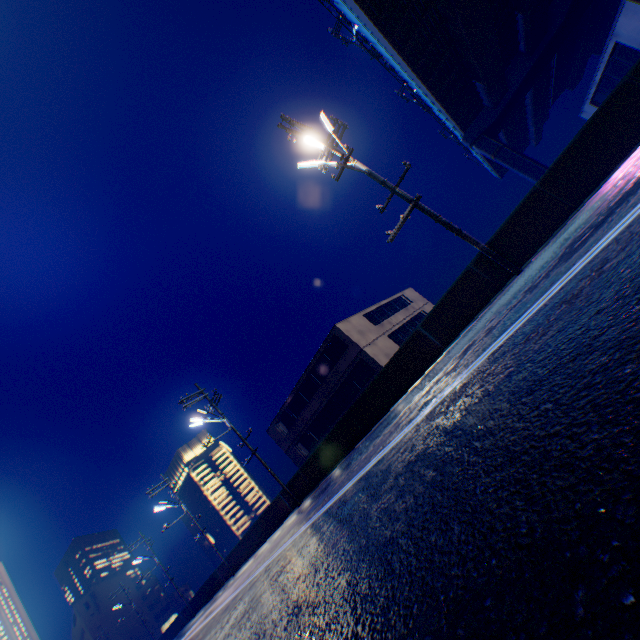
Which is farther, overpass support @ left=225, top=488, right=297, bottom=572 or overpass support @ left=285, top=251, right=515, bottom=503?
overpass support @ left=225, top=488, right=297, bottom=572

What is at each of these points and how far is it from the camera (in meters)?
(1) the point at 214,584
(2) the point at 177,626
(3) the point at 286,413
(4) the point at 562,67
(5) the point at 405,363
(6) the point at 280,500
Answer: (1) overpass support, 27.53
(2) overpass support, 35.38
(3) building, 33.41
(4) overpass support, 56.62
(5) overpass support, 12.79
(6) overpass support, 19.50

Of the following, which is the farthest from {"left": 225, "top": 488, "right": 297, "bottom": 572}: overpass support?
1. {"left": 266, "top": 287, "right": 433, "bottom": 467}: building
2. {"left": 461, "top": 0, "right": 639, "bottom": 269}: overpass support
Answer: {"left": 266, "top": 287, "right": 433, "bottom": 467}: building

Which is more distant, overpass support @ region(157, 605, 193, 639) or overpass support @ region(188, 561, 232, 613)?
overpass support @ region(157, 605, 193, 639)

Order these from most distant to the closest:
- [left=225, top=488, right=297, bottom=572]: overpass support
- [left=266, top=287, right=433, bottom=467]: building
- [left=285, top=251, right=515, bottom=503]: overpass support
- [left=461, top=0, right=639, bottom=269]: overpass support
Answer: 1. [left=266, top=287, right=433, bottom=467]: building
2. [left=225, top=488, right=297, bottom=572]: overpass support
3. [left=285, top=251, right=515, bottom=503]: overpass support
4. [left=461, top=0, right=639, bottom=269]: overpass support

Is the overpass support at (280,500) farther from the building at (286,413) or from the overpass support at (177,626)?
the building at (286,413)

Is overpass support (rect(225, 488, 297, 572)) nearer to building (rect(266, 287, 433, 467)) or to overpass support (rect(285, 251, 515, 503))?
Result: overpass support (rect(285, 251, 515, 503))
